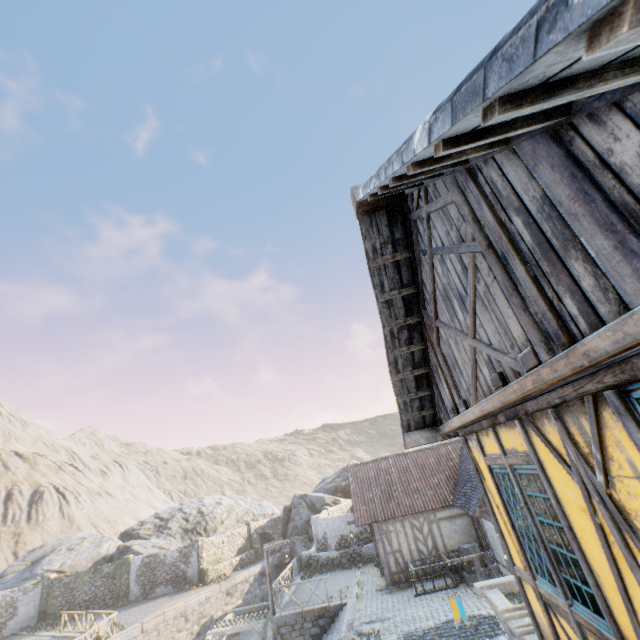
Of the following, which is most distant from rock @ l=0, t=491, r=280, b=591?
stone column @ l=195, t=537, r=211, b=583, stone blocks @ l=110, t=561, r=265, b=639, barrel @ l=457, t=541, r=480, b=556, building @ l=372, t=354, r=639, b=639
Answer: barrel @ l=457, t=541, r=480, b=556

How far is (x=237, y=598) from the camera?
25.1 meters

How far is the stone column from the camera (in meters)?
26.16

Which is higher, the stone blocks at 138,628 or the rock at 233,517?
the rock at 233,517

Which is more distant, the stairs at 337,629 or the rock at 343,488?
the rock at 343,488

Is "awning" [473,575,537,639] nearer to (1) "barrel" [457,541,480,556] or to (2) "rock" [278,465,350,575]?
(2) "rock" [278,465,350,575]

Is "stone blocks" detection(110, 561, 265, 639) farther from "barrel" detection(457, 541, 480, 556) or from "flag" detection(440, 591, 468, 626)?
"barrel" detection(457, 541, 480, 556)

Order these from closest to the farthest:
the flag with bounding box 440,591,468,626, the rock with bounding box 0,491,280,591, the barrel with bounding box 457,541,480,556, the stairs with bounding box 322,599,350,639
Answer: the flag with bounding box 440,591,468,626
the stairs with bounding box 322,599,350,639
the barrel with bounding box 457,541,480,556
the rock with bounding box 0,491,280,591
